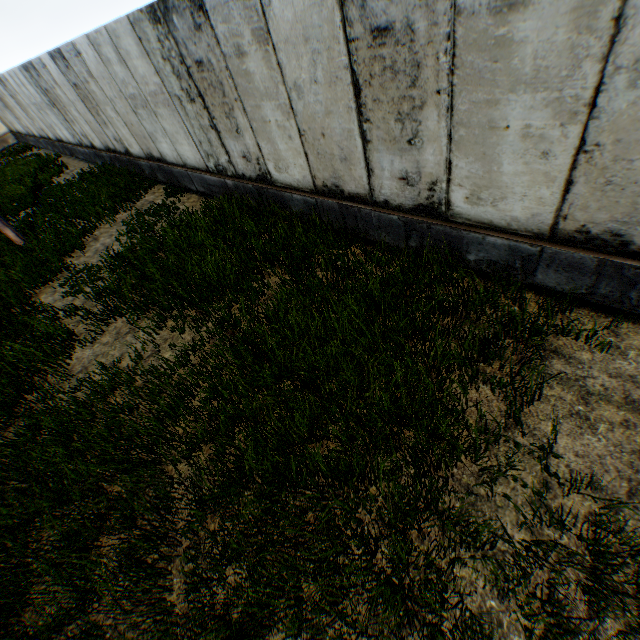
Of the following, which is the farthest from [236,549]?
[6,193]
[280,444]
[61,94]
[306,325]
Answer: [6,193]
